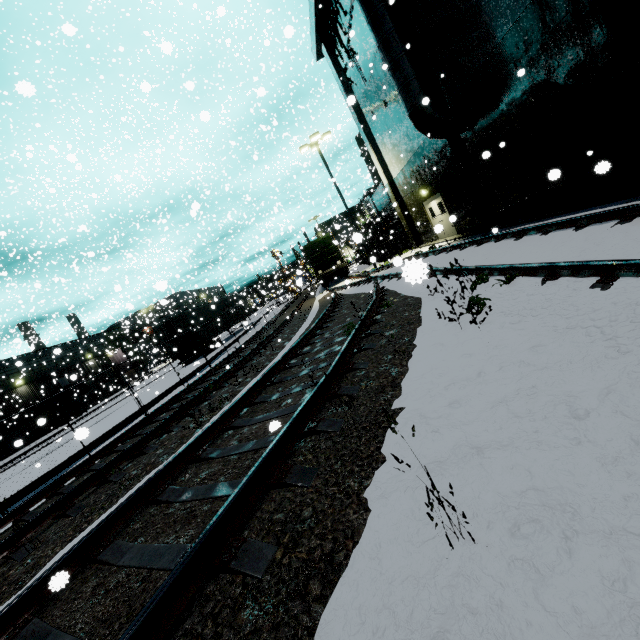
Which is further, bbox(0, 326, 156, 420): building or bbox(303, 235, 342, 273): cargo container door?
bbox(0, 326, 156, 420): building

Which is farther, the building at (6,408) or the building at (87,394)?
the building at (87,394)

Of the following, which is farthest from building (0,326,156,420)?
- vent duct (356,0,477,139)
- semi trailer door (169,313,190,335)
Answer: semi trailer door (169,313,190,335)

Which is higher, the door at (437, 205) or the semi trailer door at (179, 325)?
the semi trailer door at (179, 325)

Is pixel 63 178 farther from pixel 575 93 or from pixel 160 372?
pixel 160 372

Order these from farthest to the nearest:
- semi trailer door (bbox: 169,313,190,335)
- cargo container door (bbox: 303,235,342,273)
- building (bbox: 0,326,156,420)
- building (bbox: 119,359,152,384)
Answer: building (bbox: 119,359,152,384) → building (bbox: 0,326,156,420) → cargo container door (bbox: 303,235,342,273) → semi trailer door (bbox: 169,313,190,335)

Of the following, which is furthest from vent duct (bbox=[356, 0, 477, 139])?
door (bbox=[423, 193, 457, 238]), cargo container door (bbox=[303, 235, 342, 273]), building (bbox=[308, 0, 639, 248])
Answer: door (bbox=[423, 193, 457, 238])

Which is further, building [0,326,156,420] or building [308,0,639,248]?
A: building [0,326,156,420]
